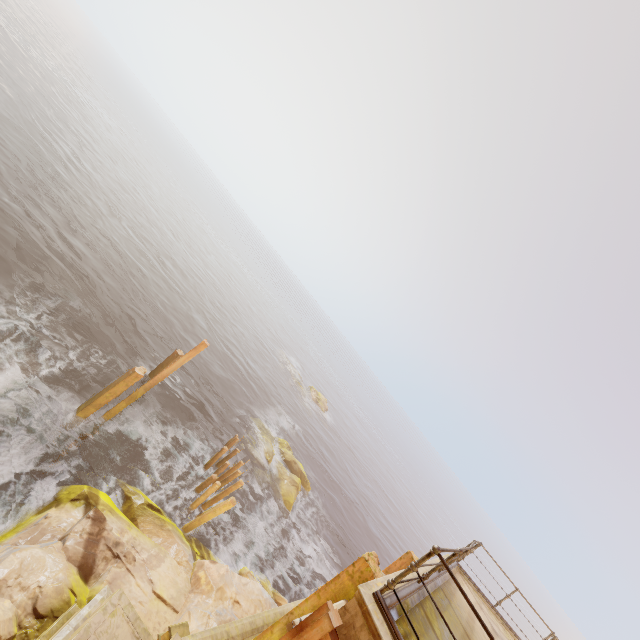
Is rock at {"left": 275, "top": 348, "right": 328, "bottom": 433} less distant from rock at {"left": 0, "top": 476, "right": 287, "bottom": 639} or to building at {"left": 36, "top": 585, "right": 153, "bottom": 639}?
rock at {"left": 0, "top": 476, "right": 287, "bottom": 639}

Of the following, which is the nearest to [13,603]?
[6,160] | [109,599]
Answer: [109,599]

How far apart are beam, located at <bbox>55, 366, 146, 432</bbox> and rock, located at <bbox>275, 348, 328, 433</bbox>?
30.2m

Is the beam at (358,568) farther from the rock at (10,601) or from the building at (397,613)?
the rock at (10,601)

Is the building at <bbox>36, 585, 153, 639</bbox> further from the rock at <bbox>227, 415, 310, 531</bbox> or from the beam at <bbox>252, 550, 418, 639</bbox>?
the rock at <bbox>227, 415, 310, 531</bbox>

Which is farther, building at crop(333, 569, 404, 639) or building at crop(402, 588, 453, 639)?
building at crop(402, 588, 453, 639)

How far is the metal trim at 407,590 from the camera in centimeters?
450cm

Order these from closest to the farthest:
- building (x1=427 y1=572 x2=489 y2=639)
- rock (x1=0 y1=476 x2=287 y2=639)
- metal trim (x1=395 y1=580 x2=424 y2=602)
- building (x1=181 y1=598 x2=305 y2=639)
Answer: metal trim (x1=395 y1=580 x2=424 y2=602)
building (x1=427 y1=572 x2=489 y2=639)
rock (x1=0 y1=476 x2=287 y2=639)
building (x1=181 y1=598 x2=305 y2=639)
